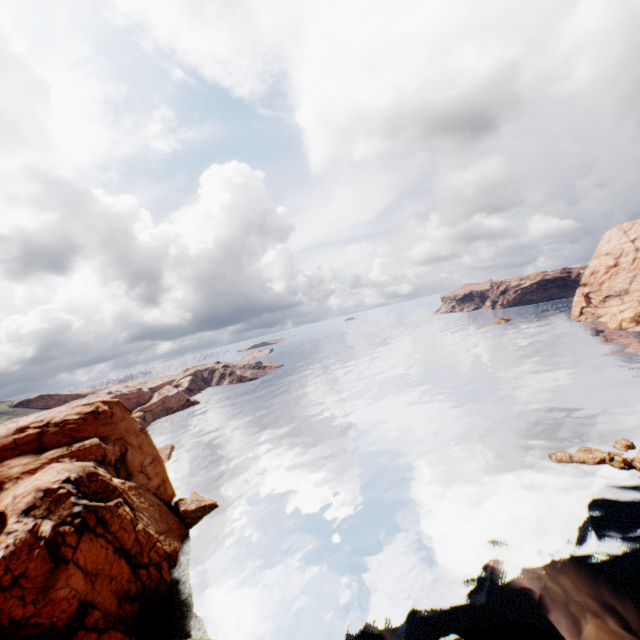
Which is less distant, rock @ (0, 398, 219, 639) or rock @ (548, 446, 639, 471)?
rock @ (0, 398, 219, 639)

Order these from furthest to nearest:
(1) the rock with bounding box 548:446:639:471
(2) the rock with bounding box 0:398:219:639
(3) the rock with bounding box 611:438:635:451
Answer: (3) the rock with bounding box 611:438:635:451 → (1) the rock with bounding box 548:446:639:471 → (2) the rock with bounding box 0:398:219:639

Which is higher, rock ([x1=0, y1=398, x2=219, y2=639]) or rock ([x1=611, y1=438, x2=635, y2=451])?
rock ([x1=0, y1=398, x2=219, y2=639])

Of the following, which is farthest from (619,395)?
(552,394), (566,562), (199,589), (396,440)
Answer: (199,589)

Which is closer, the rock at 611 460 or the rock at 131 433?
the rock at 131 433
